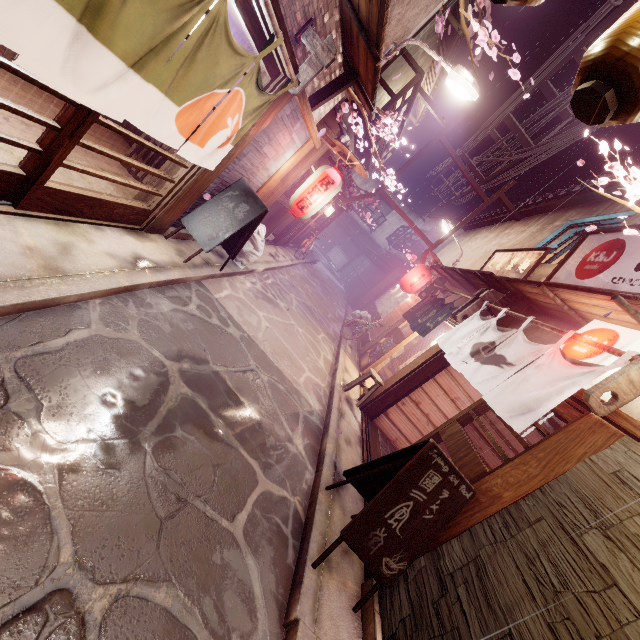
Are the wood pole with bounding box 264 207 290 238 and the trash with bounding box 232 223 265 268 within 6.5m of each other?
yes

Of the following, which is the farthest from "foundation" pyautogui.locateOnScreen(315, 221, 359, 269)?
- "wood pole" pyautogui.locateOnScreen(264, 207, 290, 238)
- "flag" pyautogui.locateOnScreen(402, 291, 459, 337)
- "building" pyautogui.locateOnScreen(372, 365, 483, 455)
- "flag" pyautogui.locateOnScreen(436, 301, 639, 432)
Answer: "building" pyautogui.locateOnScreen(372, 365, 483, 455)

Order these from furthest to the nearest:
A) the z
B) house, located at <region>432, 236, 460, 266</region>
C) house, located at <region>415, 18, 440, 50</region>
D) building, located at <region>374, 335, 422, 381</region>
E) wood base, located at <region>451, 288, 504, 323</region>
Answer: house, located at <region>432, 236, 460, 266</region>
building, located at <region>374, 335, 422, 381</region>
house, located at <region>415, 18, 440, 50</region>
wood base, located at <region>451, 288, 504, 323</region>
the z

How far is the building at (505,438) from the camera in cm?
1258

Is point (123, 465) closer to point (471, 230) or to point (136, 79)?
point (136, 79)

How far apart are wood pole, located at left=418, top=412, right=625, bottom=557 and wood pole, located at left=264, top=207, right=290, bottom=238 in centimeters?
1503cm

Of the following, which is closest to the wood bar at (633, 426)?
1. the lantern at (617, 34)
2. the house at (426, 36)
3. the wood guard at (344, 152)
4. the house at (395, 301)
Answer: the house at (395, 301)

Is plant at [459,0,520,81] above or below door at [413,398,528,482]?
above
